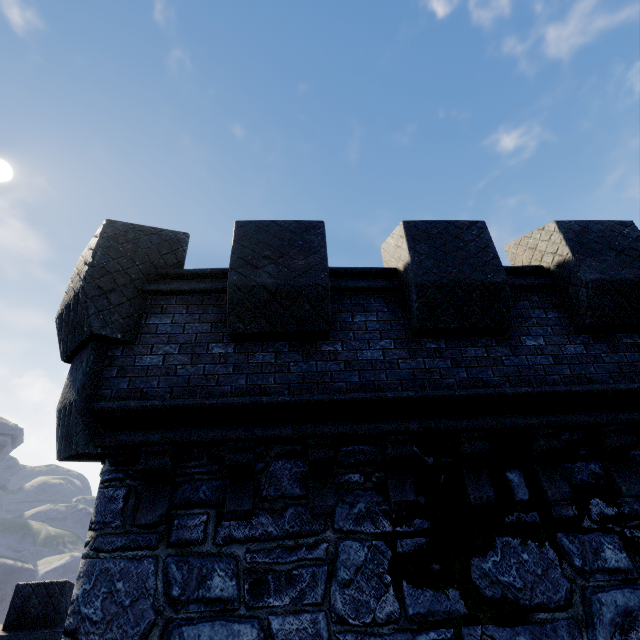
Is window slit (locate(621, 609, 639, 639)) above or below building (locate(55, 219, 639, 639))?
below

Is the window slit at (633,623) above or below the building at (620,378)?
below

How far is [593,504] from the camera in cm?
414
